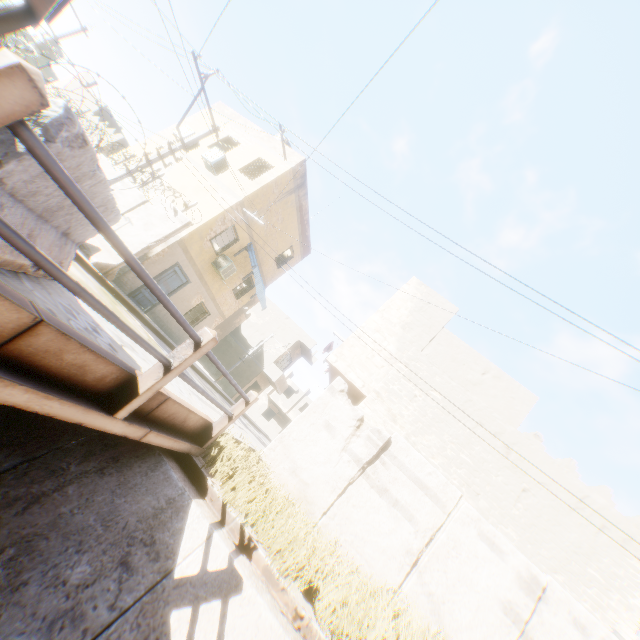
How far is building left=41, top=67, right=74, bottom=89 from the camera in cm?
2522

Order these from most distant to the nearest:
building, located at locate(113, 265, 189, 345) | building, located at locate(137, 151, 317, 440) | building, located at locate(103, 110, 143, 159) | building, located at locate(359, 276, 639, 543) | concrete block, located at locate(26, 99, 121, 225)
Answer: building, located at locate(103, 110, 143, 159) → building, located at locate(137, 151, 317, 440) → building, located at locate(113, 265, 189, 345) → building, located at locate(359, 276, 639, 543) → concrete block, located at locate(26, 99, 121, 225)

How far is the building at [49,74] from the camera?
25.2m

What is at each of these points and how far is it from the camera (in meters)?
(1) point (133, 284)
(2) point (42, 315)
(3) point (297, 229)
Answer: (1) building, 12.98
(2) bridge, 2.24
(3) building, 18.77

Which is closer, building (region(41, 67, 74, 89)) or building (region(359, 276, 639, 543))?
building (region(359, 276, 639, 543))

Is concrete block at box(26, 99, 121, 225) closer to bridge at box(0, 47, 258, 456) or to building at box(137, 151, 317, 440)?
bridge at box(0, 47, 258, 456)

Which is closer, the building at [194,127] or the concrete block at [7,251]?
the concrete block at [7,251]

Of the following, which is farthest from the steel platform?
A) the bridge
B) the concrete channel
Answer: the concrete channel
